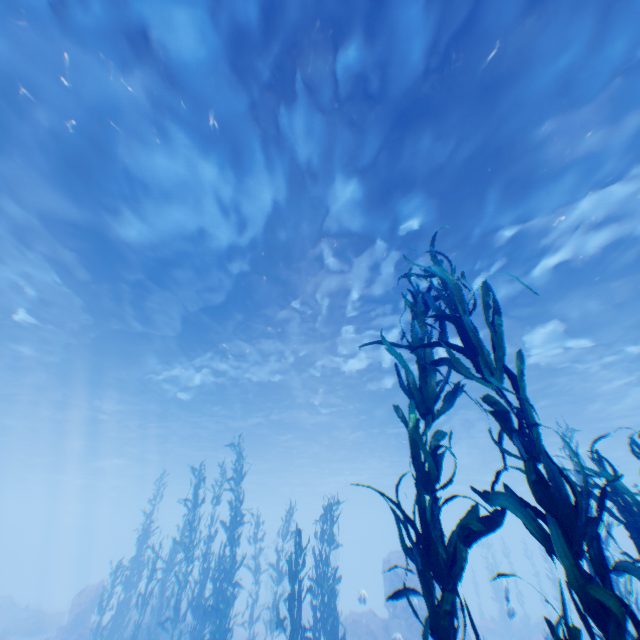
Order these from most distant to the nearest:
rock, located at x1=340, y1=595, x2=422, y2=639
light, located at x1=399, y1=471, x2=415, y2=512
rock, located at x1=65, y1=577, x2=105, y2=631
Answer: light, located at x1=399, y1=471, x2=415, y2=512
rock, located at x1=65, y1=577, x2=105, y2=631
rock, located at x1=340, y1=595, x2=422, y2=639

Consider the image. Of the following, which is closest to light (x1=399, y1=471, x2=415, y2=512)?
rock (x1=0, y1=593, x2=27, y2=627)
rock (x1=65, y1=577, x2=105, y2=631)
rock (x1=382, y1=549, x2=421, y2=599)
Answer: rock (x1=382, y1=549, x2=421, y2=599)

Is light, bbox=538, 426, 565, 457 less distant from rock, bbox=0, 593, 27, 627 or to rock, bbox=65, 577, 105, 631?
rock, bbox=65, 577, 105, 631

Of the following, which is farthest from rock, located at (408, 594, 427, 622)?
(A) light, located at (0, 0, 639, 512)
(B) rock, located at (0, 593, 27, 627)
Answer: (B) rock, located at (0, 593, 27, 627)

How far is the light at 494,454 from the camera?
23.0m

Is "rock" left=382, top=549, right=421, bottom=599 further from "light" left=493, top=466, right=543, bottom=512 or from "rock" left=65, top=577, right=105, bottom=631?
"rock" left=65, top=577, right=105, bottom=631

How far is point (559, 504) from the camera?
2.82m

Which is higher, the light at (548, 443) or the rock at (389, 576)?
the light at (548, 443)
